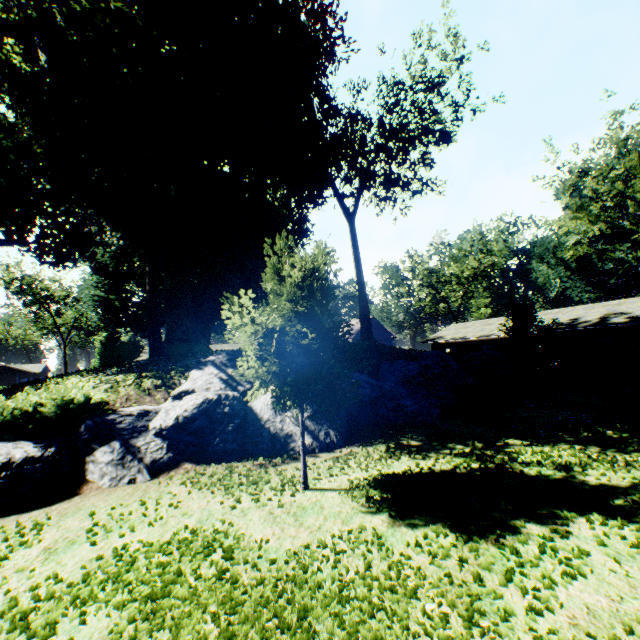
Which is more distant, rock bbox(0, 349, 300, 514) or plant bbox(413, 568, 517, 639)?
rock bbox(0, 349, 300, 514)

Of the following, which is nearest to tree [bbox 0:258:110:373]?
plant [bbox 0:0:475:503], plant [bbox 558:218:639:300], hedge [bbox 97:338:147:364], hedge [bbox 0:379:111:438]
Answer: plant [bbox 0:0:475:503]

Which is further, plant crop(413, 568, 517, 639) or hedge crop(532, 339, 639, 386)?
hedge crop(532, 339, 639, 386)

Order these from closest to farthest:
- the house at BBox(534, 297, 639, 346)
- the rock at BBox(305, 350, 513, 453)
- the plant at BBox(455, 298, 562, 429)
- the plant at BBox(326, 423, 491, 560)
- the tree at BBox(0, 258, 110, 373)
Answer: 1. the plant at BBox(326, 423, 491, 560)
2. the rock at BBox(305, 350, 513, 453)
3. the plant at BBox(455, 298, 562, 429)
4. the house at BBox(534, 297, 639, 346)
5. the tree at BBox(0, 258, 110, 373)

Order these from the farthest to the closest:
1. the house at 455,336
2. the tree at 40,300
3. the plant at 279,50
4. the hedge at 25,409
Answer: the tree at 40,300 < the house at 455,336 < the hedge at 25,409 < the plant at 279,50

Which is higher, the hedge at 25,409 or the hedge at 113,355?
the hedge at 113,355

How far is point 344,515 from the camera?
5.14m

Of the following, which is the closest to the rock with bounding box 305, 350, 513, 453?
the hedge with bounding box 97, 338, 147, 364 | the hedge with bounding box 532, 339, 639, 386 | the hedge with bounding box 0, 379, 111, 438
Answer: the hedge with bounding box 0, 379, 111, 438
